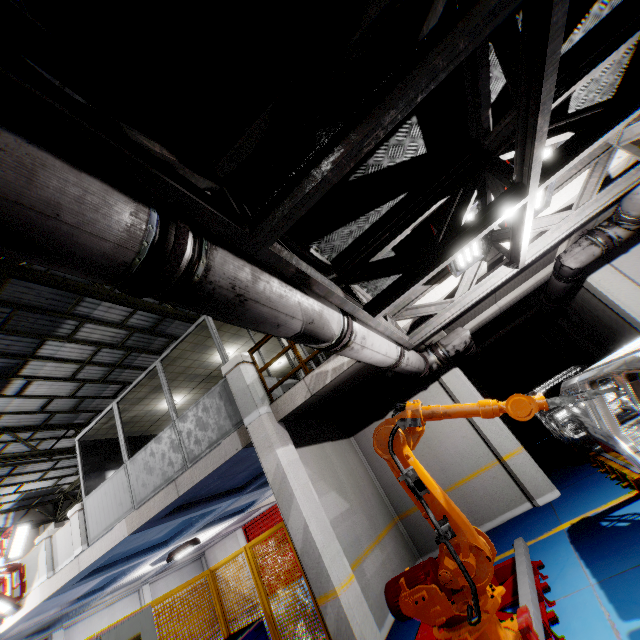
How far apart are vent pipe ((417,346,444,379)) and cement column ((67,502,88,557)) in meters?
9.6 m

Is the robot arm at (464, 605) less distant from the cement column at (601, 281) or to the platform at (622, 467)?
the platform at (622, 467)

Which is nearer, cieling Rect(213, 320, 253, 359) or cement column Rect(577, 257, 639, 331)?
cement column Rect(577, 257, 639, 331)

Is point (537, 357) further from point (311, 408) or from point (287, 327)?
point (287, 327)

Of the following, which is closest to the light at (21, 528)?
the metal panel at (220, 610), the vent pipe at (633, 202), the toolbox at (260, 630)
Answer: the metal panel at (220, 610)

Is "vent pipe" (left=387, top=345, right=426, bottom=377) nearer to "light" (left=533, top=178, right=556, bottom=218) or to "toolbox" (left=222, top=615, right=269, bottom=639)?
"light" (left=533, top=178, right=556, bottom=218)

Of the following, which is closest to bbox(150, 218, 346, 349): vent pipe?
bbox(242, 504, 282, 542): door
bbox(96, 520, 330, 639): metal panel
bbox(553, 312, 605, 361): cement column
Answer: bbox(96, 520, 330, 639): metal panel

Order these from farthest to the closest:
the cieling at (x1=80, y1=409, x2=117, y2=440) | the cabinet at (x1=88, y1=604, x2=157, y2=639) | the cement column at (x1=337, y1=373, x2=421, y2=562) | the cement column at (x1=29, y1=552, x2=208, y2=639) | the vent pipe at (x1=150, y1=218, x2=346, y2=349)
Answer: the cement column at (x1=29, y1=552, x2=208, y2=639)
the cieling at (x1=80, y1=409, x2=117, y2=440)
the cement column at (x1=337, y1=373, x2=421, y2=562)
the cabinet at (x1=88, y1=604, x2=157, y2=639)
the vent pipe at (x1=150, y1=218, x2=346, y2=349)
